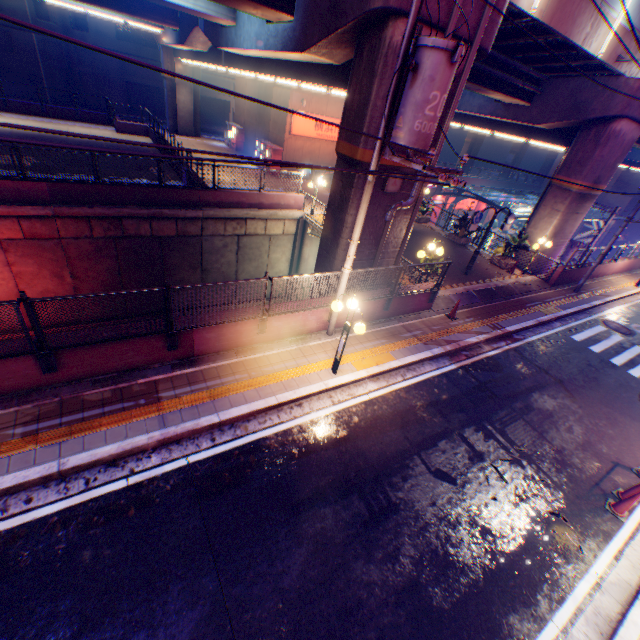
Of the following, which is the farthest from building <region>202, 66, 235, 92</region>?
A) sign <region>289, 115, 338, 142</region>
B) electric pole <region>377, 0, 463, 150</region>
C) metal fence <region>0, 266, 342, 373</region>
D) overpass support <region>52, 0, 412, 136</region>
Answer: electric pole <region>377, 0, 463, 150</region>

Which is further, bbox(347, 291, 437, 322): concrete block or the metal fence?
bbox(347, 291, 437, 322): concrete block

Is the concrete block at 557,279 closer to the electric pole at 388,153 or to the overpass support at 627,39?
the overpass support at 627,39

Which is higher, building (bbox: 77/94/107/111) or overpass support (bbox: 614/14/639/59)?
overpass support (bbox: 614/14/639/59)

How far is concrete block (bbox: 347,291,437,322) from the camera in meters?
10.6

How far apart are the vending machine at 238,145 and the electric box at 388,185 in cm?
2627

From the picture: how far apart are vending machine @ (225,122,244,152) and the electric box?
26.27m

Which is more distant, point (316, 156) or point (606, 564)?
point (316, 156)
